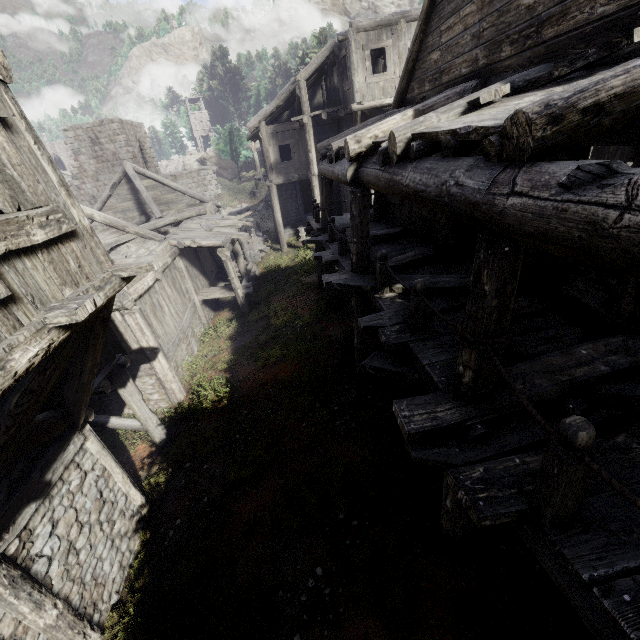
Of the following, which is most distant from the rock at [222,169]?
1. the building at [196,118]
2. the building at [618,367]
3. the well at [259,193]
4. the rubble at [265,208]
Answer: the rubble at [265,208]

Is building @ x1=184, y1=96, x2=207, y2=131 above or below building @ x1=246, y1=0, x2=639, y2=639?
above

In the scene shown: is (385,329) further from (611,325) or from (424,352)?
(611,325)

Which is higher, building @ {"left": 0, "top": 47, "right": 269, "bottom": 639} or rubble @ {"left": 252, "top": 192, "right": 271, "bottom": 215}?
rubble @ {"left": 252, "top": 192, "right": 271, "bottom": 215}

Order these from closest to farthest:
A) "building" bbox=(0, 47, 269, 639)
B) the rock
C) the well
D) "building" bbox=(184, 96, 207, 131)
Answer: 1. "building" bbox=(0, 47, 269, 639)
2. the well
3. the rock
4. "building" bbox=(184, 96, 207, 131)

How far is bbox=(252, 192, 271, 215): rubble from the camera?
30.9m

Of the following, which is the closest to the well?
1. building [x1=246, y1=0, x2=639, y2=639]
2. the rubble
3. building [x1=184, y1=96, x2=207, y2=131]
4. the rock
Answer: the rubble

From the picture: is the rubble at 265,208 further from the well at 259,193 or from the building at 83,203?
the well at 259,193
